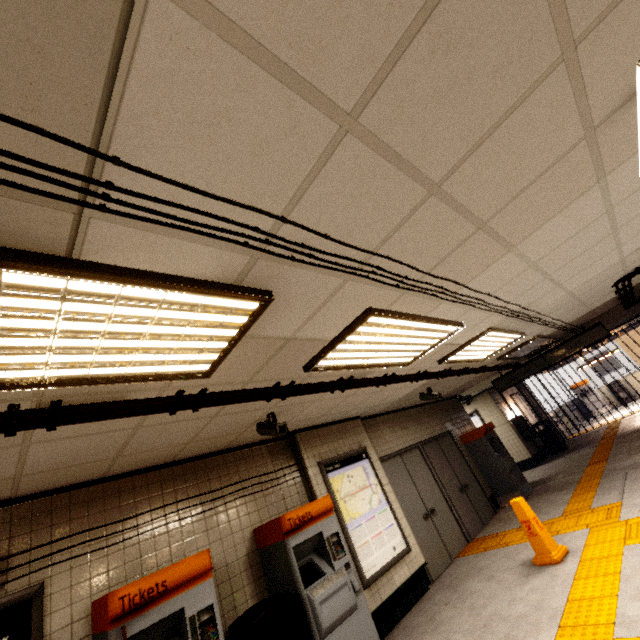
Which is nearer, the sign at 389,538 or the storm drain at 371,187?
the storm drain at 371,187

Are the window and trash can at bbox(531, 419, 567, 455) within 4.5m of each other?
no

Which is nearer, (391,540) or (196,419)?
(196,419)

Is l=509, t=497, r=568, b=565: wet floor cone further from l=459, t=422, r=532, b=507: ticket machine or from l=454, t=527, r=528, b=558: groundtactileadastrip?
l=459, t=422, r=532, b=507: ticket machine

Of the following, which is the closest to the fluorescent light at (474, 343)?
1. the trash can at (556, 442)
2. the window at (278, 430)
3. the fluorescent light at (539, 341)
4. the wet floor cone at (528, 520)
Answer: the fluorescent light at (539, 341)

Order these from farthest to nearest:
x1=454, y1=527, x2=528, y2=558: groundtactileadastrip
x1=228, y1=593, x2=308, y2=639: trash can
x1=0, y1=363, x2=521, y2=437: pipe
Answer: x1=454, y1=527, x2=528, y2=558: groundtactileadastrip, x1=228, y1=593, x2=308, y2=639: trash can, x1=0, y1=363, x2=521, y2=437: pipe

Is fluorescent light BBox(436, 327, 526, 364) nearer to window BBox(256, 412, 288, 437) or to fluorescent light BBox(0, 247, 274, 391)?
window BBox(256, 412, 288, 437)

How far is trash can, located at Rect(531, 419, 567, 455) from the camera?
12.0 meters
